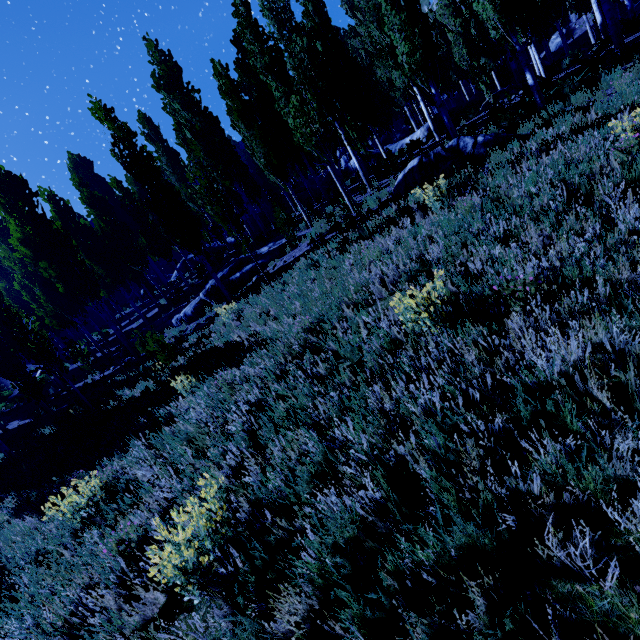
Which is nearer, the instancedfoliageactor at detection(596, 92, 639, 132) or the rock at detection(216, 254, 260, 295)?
the instancedfoliageactor at detection(596, 92, 639, 132)

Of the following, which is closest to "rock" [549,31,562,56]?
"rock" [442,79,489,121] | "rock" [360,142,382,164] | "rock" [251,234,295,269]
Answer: "rock" [442,79,489,121]

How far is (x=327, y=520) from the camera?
2.5m

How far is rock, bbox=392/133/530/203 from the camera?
9.3 meters

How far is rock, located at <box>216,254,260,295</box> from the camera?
14.90m

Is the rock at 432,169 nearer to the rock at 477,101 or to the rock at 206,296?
the rock at 206,296

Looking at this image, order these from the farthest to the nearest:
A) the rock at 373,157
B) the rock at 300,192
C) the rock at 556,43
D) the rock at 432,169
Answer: the rock at 556,43 < the rock at 300,192 < the rock at 373,157 < the rock at 432,169

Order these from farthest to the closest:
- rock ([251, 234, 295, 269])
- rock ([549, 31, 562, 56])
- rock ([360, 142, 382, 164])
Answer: rock ([549, 31, 562, 56]) < rock ([360, 142, 382, 164]) < rock ([251, 234, 295, 269])
